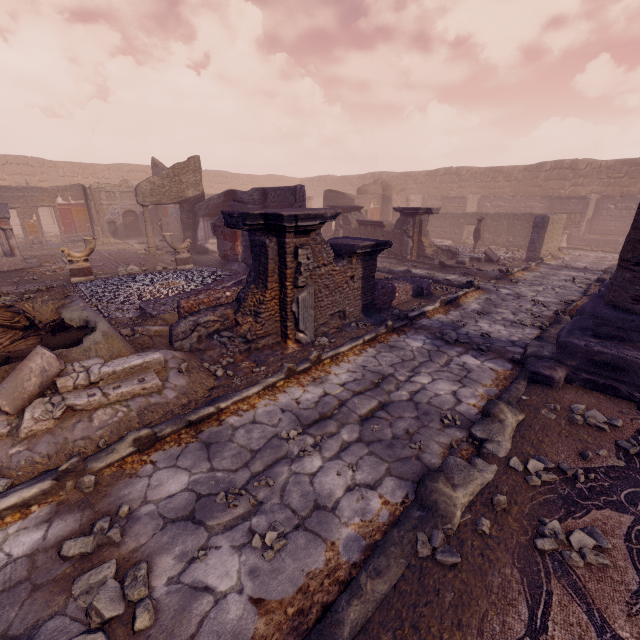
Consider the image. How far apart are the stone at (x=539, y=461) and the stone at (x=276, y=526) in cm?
208

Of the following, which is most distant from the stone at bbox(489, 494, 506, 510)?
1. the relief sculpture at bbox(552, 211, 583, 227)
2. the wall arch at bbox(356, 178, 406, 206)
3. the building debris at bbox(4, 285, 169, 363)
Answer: the wall arch at bbox(356, 178, 406, 206)

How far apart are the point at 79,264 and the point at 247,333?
7.6m

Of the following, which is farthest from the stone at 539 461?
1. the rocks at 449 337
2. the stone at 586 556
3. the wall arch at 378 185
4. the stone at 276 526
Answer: the wall arch at 378 185

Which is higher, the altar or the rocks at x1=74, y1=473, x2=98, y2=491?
the altar

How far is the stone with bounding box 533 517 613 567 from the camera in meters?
2.1 m

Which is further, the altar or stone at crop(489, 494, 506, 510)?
the altar

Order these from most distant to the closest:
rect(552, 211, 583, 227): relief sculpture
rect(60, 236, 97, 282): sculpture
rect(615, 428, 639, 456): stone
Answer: rect(552, 211, 583, 227): relief sculpture < rect(60, 236, 97, 282): sculpture < rect(615, 428, 639, 456): stone
